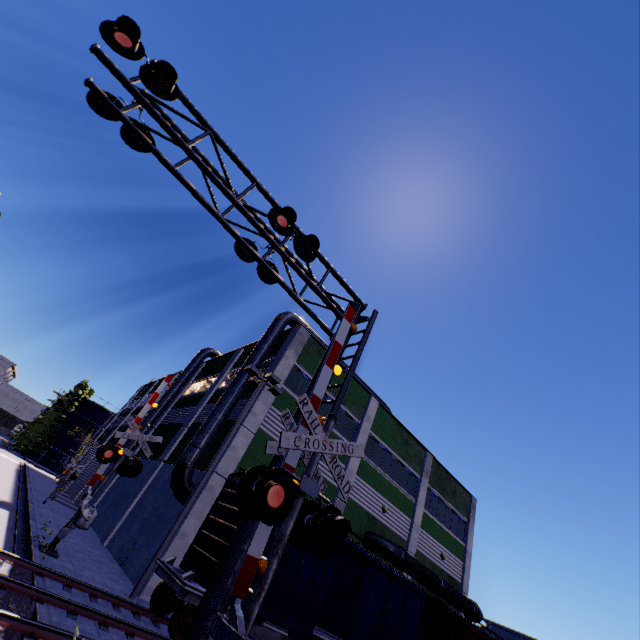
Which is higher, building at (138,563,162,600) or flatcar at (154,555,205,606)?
flatcar at (154,555,205,606)

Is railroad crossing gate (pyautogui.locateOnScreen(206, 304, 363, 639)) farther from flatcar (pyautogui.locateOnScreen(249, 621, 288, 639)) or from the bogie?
the bogie

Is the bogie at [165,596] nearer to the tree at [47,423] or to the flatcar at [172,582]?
the flatcar at [172,582]

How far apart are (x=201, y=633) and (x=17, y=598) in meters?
6.1

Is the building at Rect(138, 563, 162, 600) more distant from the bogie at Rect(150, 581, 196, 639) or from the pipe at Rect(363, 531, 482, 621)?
the bogie at Rect(150, 581, 196, 639)

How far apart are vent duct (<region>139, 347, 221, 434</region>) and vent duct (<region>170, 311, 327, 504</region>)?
12.26m

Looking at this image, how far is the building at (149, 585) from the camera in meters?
12.5

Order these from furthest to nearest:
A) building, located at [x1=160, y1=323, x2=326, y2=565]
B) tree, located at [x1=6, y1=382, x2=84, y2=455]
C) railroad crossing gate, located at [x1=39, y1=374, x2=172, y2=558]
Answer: tree, located at [x1=6, y1=382, x2=84, y2=455]
building, located at [x1=160, y1=323, x2=326, y2=565]
railroad crossing gate, located at [x1=39, y1=374, x2=172, y2=558]
